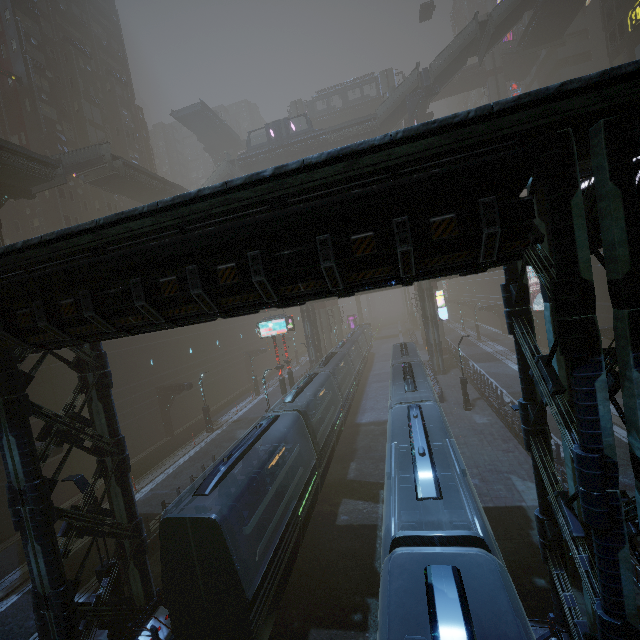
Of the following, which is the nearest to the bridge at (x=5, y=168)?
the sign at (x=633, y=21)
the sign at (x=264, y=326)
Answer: the sign at (x=264, y=326)

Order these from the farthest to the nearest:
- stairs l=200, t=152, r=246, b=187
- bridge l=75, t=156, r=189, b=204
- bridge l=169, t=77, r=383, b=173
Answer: stairs l=200, t=152, r=246, b=187
bridge l=169, t=77, r=383, b=173
bridge l=75, t=156, r=189, b=204

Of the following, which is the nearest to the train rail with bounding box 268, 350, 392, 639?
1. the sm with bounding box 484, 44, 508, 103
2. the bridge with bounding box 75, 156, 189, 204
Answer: the sm with bounding box 484, 44, 508, 103

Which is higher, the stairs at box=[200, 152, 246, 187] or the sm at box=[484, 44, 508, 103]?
the sm at box=[484, 44, 508, 103]

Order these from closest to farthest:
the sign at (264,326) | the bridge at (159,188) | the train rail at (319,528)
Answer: the train rail at (319,528) < the sign at (264,326) < the bridge at (159,188)

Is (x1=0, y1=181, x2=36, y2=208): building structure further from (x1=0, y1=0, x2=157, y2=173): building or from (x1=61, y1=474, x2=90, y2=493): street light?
(x1=61, y1=474, x2=90, y2=493): street light

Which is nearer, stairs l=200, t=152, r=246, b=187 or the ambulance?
stairs l=200, t=152, r=246, b=187

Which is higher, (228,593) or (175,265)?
(175,265)
